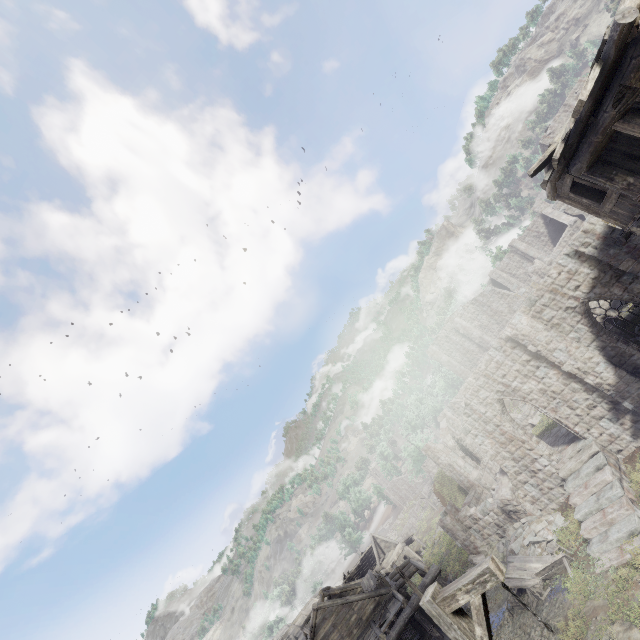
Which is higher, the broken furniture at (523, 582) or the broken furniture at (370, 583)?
the broken furniture at (370, 583)

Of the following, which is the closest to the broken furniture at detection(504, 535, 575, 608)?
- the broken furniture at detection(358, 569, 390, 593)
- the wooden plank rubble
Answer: the broken furniture at detection(358, 569, 390, 593)

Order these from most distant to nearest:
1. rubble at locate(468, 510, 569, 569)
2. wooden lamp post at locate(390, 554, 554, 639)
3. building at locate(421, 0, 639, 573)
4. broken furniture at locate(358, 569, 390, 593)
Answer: broken furniture at locate(358, 569, 390, 593), rubble at locate(468, 510, 569, 569), building at locate(421, 0, 639, 573), wooden lamp post at locate(390, 554, 554, 639)

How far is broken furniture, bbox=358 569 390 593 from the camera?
23.0m

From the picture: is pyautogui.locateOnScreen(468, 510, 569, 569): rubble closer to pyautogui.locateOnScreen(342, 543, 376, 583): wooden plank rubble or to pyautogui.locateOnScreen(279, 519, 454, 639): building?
pyautogui.locateOnScreen(279, 519, 454, 639): building

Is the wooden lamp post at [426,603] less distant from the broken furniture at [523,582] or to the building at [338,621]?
the building at [338,621]

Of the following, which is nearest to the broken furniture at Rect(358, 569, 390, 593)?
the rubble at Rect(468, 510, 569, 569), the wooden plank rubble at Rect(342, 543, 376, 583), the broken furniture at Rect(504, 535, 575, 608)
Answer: the rubble at Rect(468, 510, 569, 569)

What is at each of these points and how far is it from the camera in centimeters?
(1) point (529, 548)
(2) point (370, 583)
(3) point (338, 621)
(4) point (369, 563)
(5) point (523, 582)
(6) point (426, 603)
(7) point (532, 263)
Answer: (1) rubble, 1720cm
(2) broken furniture, 2781cm
(3) building, 2128cm
(4) wooden plank rubble, 4612cm
(5) broken furniture, 1516cm
(6) wooden lamp post, 454cm
(7) building, 3303cm
